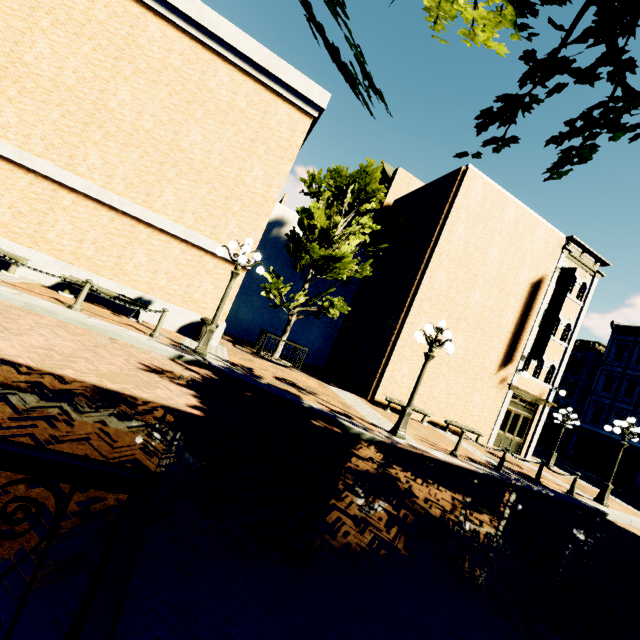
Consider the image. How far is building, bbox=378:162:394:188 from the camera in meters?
21.0

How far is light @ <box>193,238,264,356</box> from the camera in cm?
909

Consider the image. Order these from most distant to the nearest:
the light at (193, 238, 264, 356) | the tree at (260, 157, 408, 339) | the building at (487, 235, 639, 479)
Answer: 1. the building at (487, 235, 639, 479)
2. the tree at (260, 157, 408, 339)
3. the light at (193, 238, 264, 356)

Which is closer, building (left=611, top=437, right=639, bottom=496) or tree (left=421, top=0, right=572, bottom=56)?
tree (left=421, top=0, right=572, bottom=56)

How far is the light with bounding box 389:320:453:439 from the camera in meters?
9.2 m

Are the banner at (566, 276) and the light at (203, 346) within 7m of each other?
no

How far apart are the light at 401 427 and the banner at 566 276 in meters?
9.2 m

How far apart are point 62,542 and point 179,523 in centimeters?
85cm
